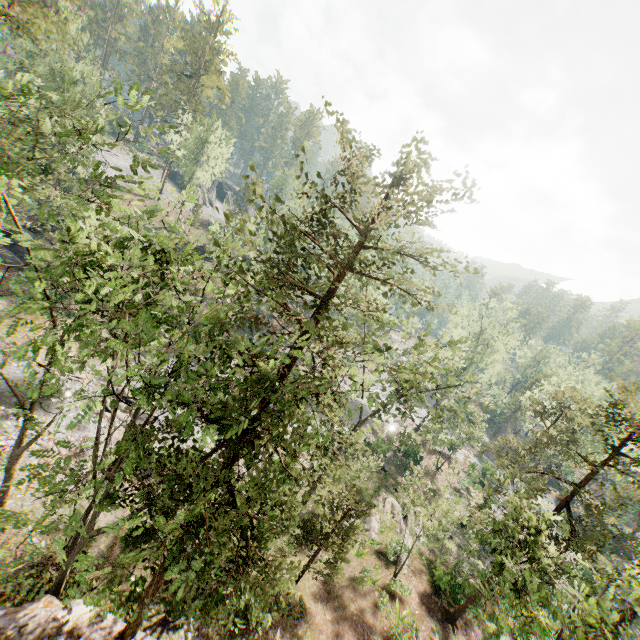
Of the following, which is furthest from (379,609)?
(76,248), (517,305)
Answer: (517,305)

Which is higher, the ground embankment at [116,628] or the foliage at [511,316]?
the foliage at [511,316]

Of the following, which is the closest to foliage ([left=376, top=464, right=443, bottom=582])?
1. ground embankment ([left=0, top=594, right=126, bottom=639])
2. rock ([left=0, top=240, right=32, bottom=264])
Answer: ground embankment ([left=0, top=594, right=126, bottom=639])

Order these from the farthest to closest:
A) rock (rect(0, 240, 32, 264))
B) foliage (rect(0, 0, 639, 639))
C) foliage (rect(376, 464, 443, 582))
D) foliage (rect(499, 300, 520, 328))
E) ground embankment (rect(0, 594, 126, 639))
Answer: foliage (rect(499, 300, 520, 328)) < rock (rect(0, 240, 32, 264)) < foliage (rect(376, 464, 443, 582)) < ground embankment (rect(0, 594, 126, 639)) < foliage (rect(0, 0, 639, 639))

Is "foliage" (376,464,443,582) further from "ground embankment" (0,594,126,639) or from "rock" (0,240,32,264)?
"rock" (0,240,32,264)

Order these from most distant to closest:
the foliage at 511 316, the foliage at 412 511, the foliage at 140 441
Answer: the foliage at 511 316 → the foliage at 412 511 → the foliage at 140 441
